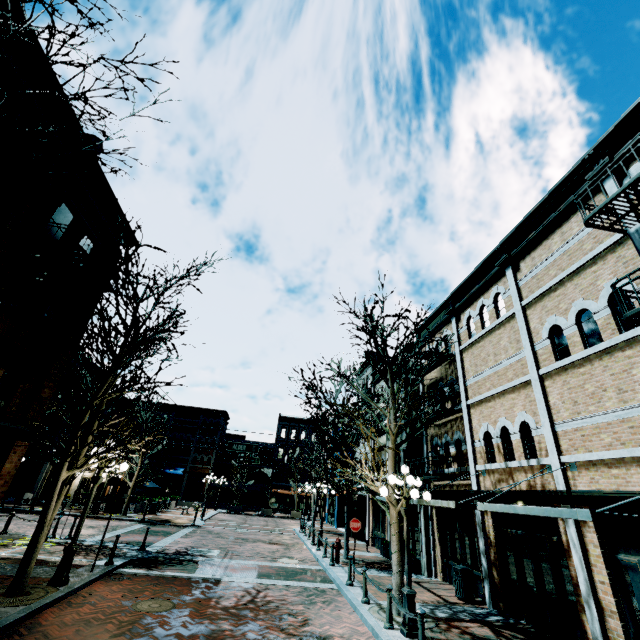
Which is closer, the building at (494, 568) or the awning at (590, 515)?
the awning at (590, 515)

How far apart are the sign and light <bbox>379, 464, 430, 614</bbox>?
8.7m

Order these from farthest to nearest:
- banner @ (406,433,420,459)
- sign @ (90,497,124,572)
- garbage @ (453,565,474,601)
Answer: banner @ (406,433,420,459) → garbage @ (453,565,474,601) → sign @ (90,497,124,572)

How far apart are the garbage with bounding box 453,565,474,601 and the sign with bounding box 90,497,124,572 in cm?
1175

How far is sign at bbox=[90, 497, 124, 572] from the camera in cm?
1016

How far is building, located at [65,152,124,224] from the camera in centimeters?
1267cm

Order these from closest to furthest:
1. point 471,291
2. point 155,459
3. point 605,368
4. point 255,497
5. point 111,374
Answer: point 605,368 < point 111,374 < point 471,291 < point 155,459 < point 255,497

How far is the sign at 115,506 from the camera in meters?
10.2
